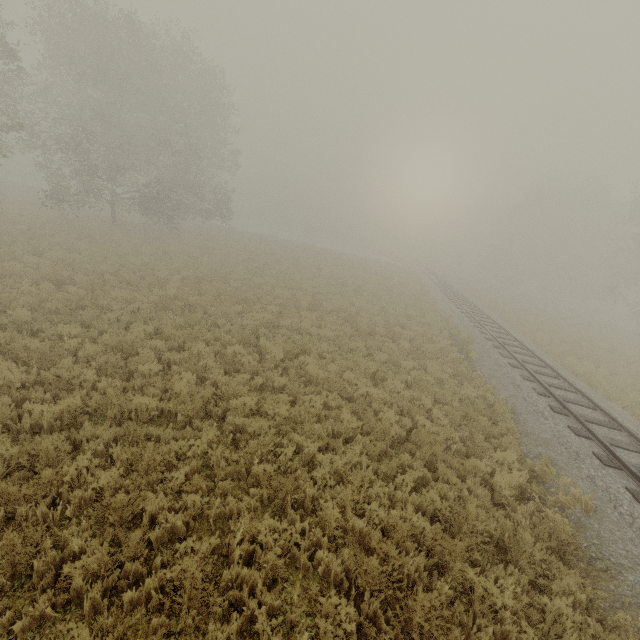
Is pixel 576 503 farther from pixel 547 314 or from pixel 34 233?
pixel 547 314
